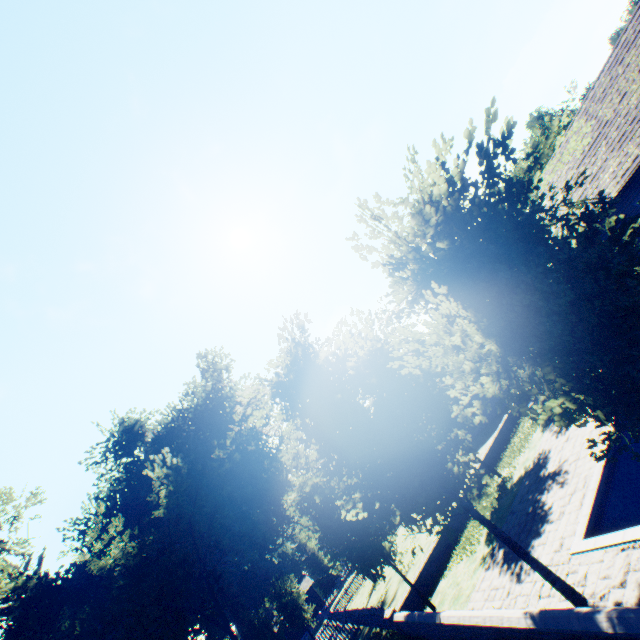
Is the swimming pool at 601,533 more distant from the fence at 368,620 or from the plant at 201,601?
the fence at 368,620

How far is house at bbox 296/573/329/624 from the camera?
51.31m

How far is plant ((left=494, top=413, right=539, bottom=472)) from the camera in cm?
1652

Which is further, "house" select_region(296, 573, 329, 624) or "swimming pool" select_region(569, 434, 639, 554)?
"house" select_region(296, 573, 329, 624)

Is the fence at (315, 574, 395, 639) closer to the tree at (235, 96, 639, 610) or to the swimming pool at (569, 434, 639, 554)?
the tree at (235, 96, 639, 610)

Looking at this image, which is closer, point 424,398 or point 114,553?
point 424,398

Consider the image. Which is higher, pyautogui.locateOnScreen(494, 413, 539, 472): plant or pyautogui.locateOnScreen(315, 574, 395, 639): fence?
pyautogui.locateOnScreen(315, 574, 395, 639): fence

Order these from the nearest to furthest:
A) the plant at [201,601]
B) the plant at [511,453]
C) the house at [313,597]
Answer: the plant at [511,453] → the plant at [201,601] → the house at [313,597]
